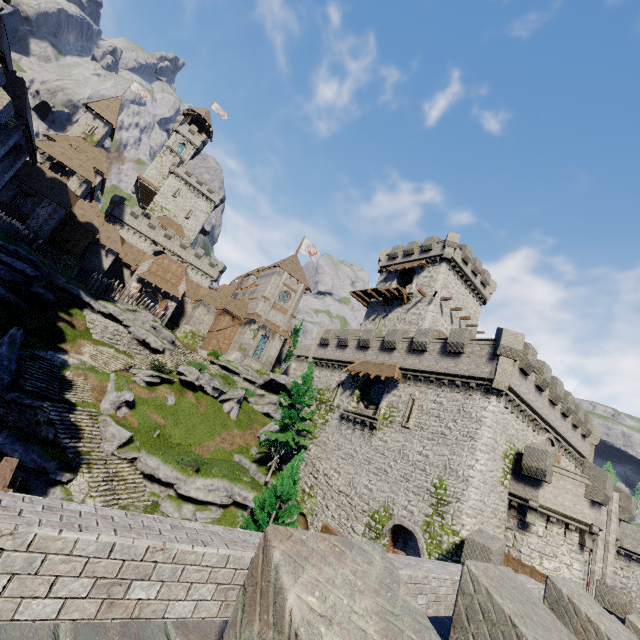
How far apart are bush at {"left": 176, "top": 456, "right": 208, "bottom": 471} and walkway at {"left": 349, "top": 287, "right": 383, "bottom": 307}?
25.9m

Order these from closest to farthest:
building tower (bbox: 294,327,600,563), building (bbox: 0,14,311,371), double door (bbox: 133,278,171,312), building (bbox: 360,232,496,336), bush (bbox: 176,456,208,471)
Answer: building tower (bbox: 294,327,600,563)
bush (bbox: 176,456,208,471)
building (bbox: 0,14,311,371)
building (bbox: 360,232,496,336)
double door (bbox: 133,278,171,312)

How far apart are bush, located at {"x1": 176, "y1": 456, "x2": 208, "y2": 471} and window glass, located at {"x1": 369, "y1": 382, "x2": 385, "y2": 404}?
14.0m

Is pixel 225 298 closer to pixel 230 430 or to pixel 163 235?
pixel 163 235

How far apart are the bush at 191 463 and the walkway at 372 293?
25.9m

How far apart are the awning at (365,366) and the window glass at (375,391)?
1.32m

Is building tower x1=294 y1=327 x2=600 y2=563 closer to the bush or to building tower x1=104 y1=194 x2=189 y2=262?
the bush

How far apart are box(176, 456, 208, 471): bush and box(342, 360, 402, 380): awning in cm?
1323
